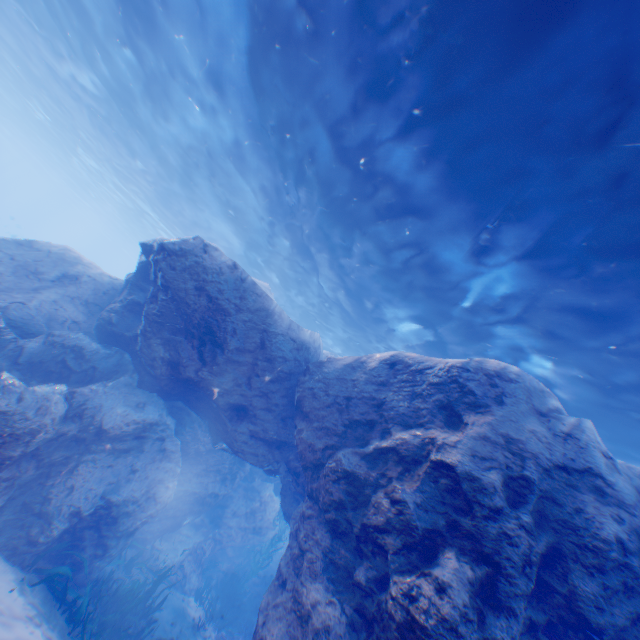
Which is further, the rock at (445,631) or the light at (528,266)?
the light at (528,266)

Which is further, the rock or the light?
the light

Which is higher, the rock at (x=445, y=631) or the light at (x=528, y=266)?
the light at (x=528, y=266)

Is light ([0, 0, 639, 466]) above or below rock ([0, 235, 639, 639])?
above

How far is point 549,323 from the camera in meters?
8.6
